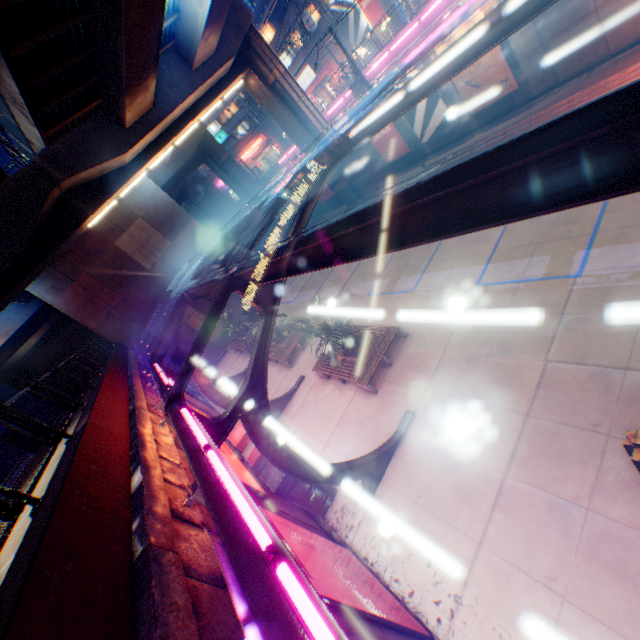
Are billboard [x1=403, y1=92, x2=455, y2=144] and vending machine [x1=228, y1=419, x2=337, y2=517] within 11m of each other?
no

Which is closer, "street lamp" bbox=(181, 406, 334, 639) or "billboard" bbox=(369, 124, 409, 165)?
"street lamp" bbox=(181, 406, 334, 639)

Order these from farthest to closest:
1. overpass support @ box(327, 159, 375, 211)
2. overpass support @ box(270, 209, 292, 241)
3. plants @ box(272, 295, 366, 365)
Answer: overpass support @ box(270, 209, 292, 241) < overpass support @ box(327, 159, 375, 211) < plants @ box(272, 295, 366, 365)

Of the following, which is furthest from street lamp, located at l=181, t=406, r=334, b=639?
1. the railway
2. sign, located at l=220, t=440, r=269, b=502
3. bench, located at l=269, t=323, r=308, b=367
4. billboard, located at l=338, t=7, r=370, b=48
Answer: billboard, located at l=338, t=7, r=370, b=48

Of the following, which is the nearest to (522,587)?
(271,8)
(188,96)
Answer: (188,96)

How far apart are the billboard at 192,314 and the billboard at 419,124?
20.34m

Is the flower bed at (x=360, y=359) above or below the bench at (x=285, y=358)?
above

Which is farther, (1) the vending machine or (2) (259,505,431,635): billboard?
(1) the vending machine
